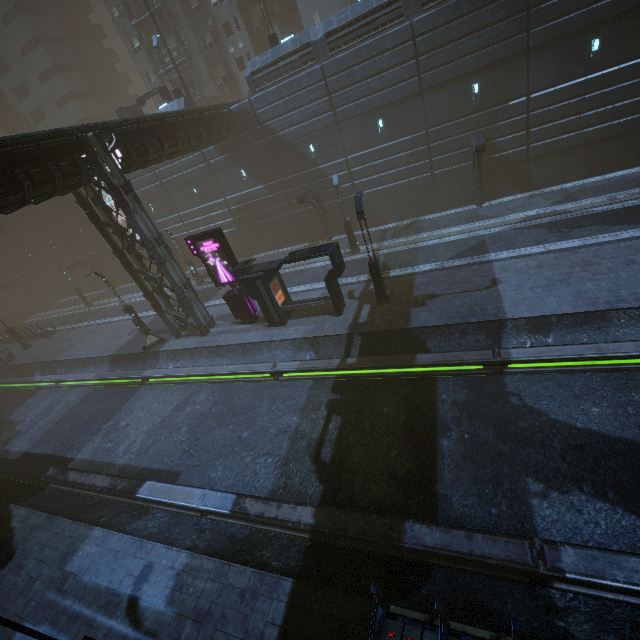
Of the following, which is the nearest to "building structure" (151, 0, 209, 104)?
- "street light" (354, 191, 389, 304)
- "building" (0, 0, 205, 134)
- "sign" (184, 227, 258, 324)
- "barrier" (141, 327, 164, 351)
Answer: "building" (0, 0, 205, 134)

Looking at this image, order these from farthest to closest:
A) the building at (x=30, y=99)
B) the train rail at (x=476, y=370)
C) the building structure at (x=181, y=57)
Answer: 1. the building at (x=30, y=99)
2. the building structure at (x=181, y=57)
3. the train rail at (x=476, y=370)

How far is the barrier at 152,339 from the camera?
22.2 meters

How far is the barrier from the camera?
22.2m

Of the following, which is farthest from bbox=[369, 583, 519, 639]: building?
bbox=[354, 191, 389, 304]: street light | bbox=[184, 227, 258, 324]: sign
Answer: bbox=[354, 191, 389, 304]: street light

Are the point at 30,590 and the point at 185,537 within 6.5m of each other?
yes

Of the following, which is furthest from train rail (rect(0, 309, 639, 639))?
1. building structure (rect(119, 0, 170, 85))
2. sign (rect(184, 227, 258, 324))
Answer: building structure (rect(119, 0, 170, 85))

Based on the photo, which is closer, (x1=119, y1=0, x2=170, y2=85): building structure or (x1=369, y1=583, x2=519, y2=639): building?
(x1=369, y1=583, x2=519, y2=639): building
